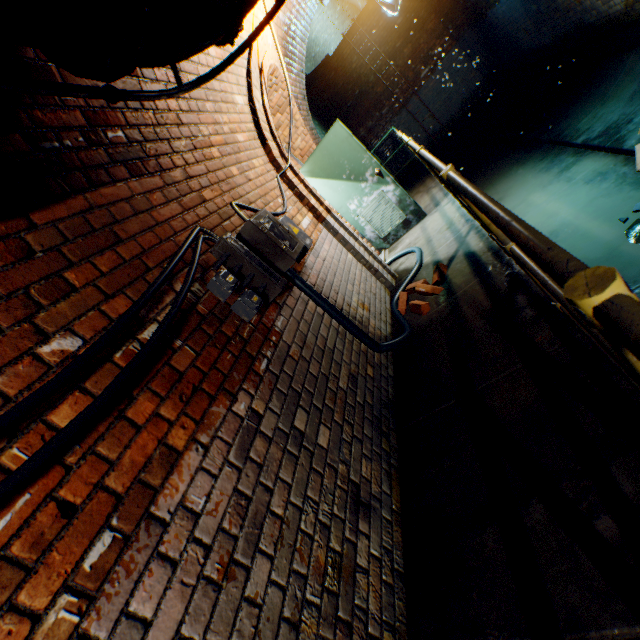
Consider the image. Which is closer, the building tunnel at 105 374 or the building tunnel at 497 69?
the building tunnel at 105 374

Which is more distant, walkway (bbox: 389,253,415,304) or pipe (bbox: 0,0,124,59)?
walkway (bbox: 389,253,415,304)

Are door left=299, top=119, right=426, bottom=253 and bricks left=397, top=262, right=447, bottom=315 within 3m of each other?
yes

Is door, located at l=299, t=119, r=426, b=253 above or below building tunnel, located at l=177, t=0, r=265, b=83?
below

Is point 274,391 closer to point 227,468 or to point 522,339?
point 227,468

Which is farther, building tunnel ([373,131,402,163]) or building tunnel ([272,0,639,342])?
building tunnel ([373,131,402,163])

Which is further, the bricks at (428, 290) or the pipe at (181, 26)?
the bricks at (428, 290)

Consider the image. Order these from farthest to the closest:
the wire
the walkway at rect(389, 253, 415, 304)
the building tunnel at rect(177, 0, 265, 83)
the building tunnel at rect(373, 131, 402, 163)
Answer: the building tunnel at rect(373, 131, 402, 163) → the walkway at rect(389, 253, 415, 304) → the building tunnel at rect(177, 0, 265, 83) → the wire
